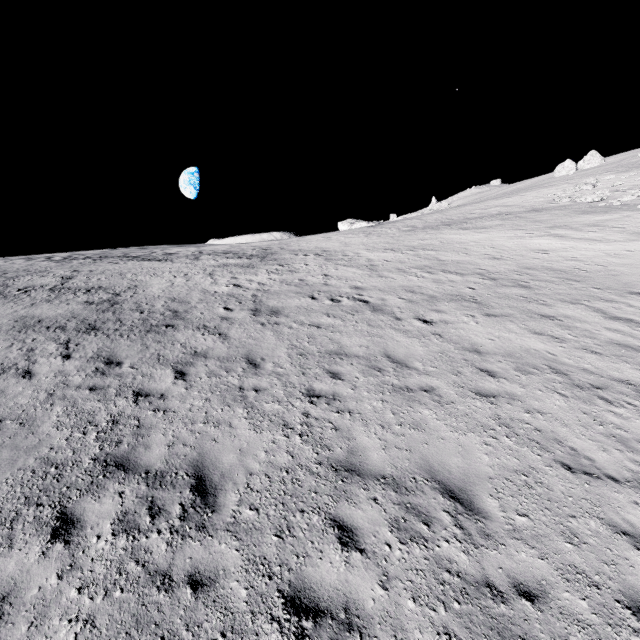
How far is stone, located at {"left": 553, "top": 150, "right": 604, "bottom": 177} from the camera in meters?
53.1 m

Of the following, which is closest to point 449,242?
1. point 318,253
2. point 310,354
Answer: point 318,253

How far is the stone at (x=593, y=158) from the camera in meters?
53.1
